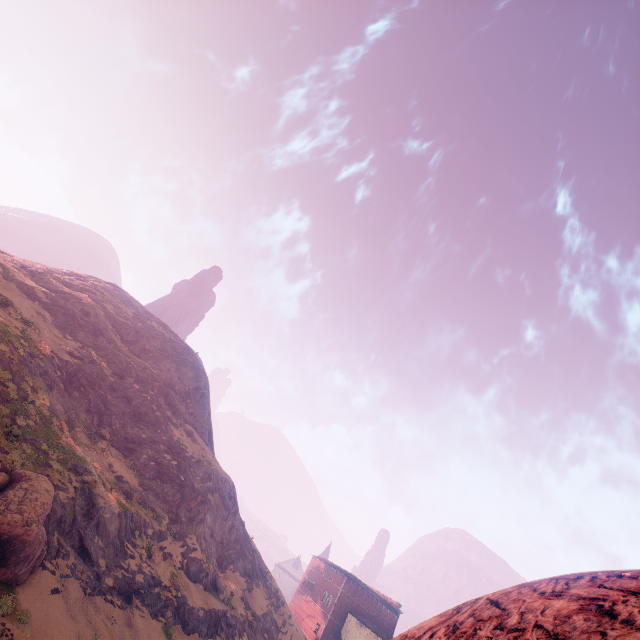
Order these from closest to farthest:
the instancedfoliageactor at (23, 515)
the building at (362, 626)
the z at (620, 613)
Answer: the z at (620, 613) < the instancedfoliageactor at (23, 515) < the building at (362, 626)

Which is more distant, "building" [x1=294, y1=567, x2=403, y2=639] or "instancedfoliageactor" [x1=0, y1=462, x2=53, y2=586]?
"building" [x1=294, y1=567, x2=403, y2=639]

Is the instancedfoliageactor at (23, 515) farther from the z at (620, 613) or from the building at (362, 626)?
the building at (362, 626)

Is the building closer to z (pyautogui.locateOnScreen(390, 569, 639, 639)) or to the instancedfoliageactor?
z (pyautogui.locateOnScreen(390, 569, 639, 639))

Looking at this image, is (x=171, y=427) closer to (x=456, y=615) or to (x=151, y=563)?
(x=151, y=563)

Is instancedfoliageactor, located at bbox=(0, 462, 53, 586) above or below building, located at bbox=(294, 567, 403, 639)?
below

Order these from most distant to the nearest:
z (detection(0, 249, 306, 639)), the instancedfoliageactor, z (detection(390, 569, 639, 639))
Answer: z (detection(0, 249, 306, 639))
the instancedfoliageactor
z (detection(390, 569, 639, 639))

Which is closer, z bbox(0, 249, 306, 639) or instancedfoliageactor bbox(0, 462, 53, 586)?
instancedfoliageactor bbox(0, 462, 53, 586)
